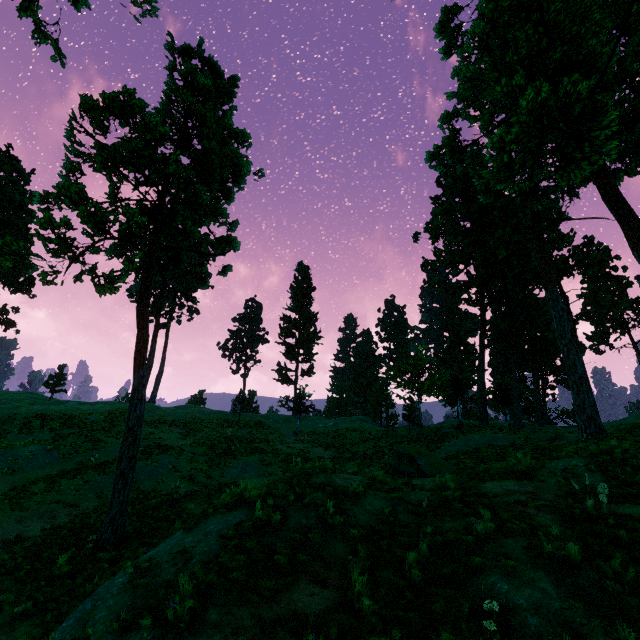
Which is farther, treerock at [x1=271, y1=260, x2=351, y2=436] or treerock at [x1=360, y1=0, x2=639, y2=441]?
treerock at [x1=271, y1=260, x2=351, y2=436]

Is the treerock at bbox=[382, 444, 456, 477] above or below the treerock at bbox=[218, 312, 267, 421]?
below

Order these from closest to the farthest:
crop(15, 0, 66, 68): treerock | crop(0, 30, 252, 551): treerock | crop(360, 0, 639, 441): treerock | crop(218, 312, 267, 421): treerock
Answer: crop(15, 0, 66, 68): treerock, crop(360, 0, 639, 441): treerock, crop(0, 30, 252, 551): treerock, crop(218, 312, 267, 421): treerock

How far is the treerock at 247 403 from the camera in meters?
36.8 m

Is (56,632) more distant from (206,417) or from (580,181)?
(206,417)

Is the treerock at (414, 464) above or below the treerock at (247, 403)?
below

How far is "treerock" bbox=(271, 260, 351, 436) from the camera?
34.8 meters
